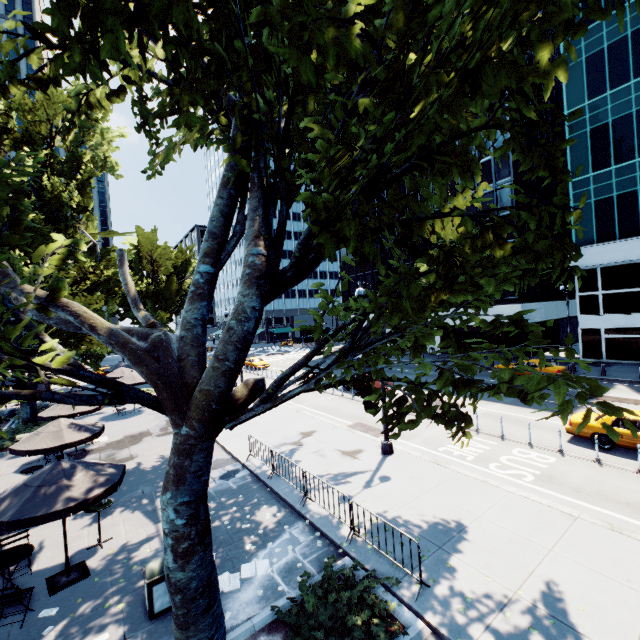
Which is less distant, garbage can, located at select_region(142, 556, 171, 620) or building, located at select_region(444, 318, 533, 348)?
garbage can, located at select_region(142, 556, 171, 620)

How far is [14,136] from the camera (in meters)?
21.81

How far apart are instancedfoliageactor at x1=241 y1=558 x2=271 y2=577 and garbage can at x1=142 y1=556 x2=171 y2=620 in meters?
0.6

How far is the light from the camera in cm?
1363

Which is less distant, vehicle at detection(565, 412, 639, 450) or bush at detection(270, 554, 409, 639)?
bush at detection(270, 554, 409, 639)

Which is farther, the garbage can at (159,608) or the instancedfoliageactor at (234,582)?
the instancedfoliageactor at (234,582)

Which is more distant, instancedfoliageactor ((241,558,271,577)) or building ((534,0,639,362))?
building ((534,0,639,362))

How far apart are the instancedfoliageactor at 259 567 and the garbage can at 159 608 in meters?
0.6 m
